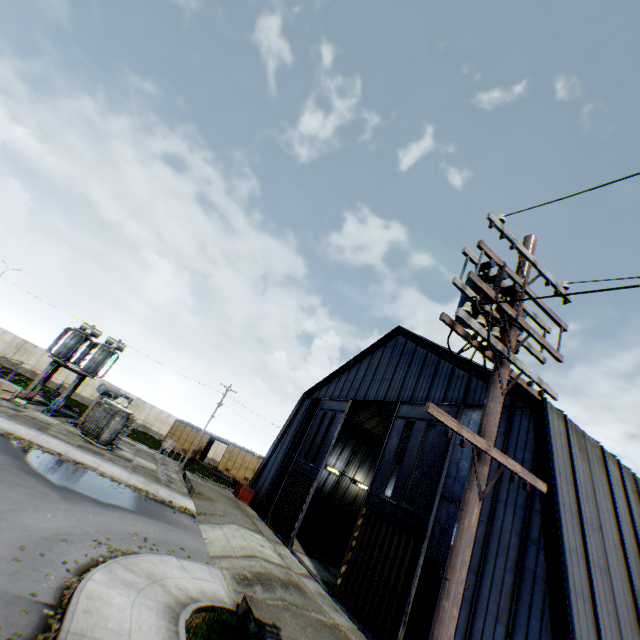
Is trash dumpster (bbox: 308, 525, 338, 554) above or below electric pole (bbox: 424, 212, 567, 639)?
below

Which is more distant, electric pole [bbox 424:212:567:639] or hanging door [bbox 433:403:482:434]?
hanging door [bbox 433:403:482:434]

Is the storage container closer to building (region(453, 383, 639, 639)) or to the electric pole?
building (region(453, 383, 639, 639))

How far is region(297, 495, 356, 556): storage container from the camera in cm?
2695

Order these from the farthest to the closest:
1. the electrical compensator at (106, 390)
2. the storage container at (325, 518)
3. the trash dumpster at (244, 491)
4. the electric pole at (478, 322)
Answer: the trash dumpster at (244, 491) < the storage container at (325, 518) < the electrical compensator at (106, 390) < the electric pole at (478, 322)

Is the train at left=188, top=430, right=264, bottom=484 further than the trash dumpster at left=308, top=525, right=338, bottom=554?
Yes

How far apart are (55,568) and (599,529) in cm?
1757

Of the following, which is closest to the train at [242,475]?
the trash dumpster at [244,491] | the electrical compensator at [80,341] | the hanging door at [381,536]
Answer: the trash dumpster at [244,491]
